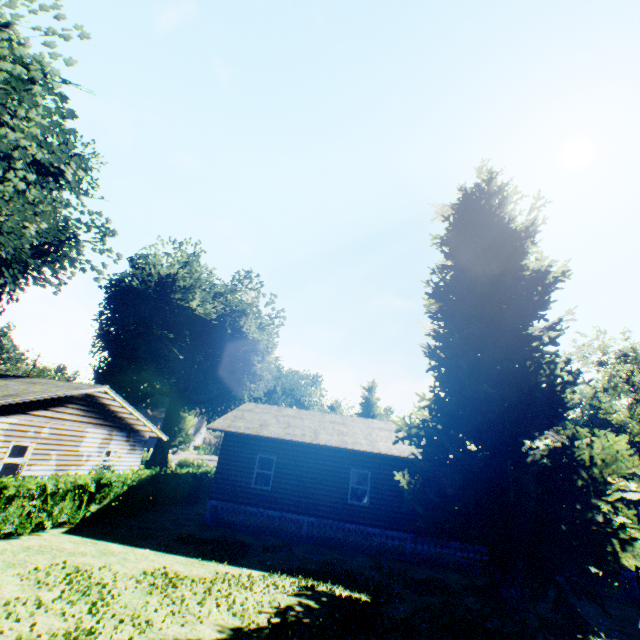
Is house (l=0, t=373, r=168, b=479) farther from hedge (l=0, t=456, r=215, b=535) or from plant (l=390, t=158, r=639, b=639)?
plant (l=390, t=158, r=639, b=639)

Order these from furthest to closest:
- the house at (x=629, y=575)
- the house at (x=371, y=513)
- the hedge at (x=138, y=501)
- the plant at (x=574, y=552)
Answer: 1. the house at (x=371, y=513)
2. the house at (x=629, y=575)
3. the hedge at (x=138, y=501)
4. the plant at (x=574, y=552)

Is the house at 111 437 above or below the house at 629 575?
above

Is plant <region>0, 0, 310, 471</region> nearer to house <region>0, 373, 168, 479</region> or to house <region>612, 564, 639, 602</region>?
house <region>612, 564, 639, 602</region>

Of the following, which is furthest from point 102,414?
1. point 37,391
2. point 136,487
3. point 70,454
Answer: point 136,487

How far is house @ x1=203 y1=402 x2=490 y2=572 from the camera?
15.5 meters

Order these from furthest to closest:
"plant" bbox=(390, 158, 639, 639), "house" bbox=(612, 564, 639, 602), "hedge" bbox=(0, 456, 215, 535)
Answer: "house" bbox=(612, 564, 639, 602)
"hedge" bbox=(0, 456, 215, 535)
"plant" bbox=(390, 158, 639, 639)

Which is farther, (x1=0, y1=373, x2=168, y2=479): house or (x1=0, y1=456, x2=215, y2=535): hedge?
(x1=0, y1=373, x2=168, y2=479): house
